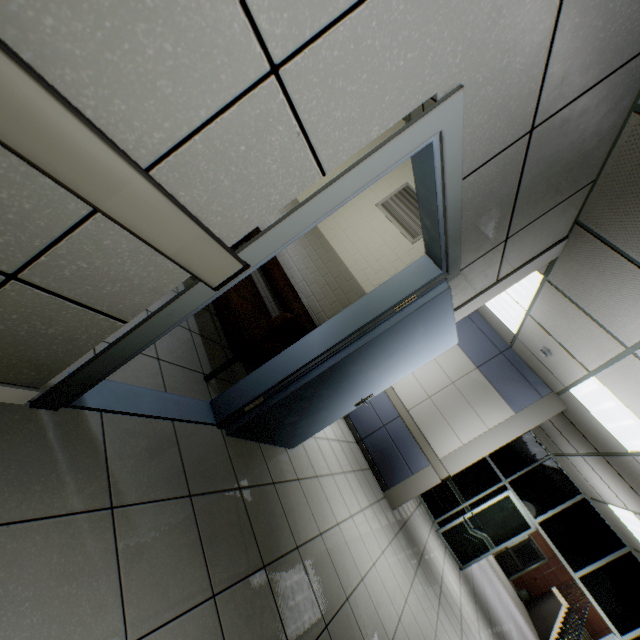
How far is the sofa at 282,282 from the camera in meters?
2.6

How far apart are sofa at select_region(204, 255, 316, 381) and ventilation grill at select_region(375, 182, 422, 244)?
1.3 meters

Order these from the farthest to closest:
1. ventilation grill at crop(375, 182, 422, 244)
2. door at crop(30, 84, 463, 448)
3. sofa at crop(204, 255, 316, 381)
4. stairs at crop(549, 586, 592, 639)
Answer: stairs at crop(549, 586, 592, 639), ventilation grill at crop(375, 182, 422, 244), sofa at crop(204, 255, 316, 381), door at crop(30, 84, 463, 448)

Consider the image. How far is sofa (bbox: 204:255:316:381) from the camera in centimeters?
265cm

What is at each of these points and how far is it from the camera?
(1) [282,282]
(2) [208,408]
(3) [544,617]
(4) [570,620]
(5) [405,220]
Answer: (1) sofa, 3.72m
(2) door, 2.51m
(3) building, 14.24m
(4) stairs, 13.51m
(5) ventilation grill, 3.56m

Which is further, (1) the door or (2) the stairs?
(2) the stairs

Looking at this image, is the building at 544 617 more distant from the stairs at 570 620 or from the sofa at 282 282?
the sofa at 282 282

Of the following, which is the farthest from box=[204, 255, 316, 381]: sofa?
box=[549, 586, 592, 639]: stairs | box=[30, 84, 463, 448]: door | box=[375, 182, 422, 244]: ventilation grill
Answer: box=[549, 586, 592, 639]: stairs
